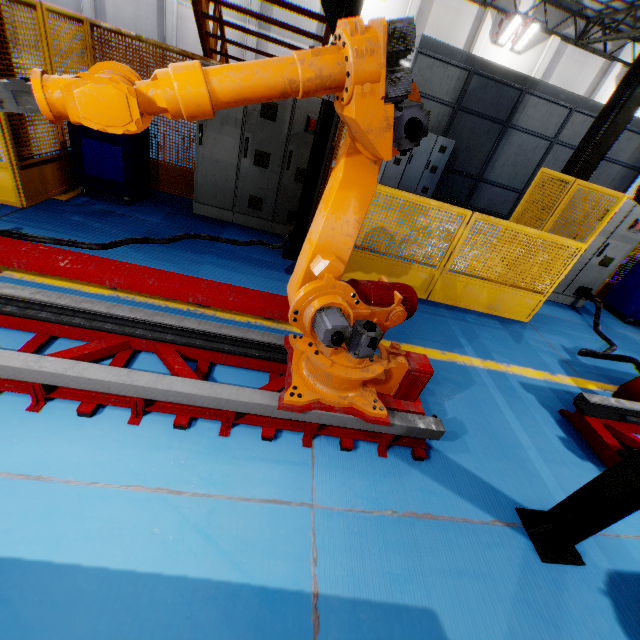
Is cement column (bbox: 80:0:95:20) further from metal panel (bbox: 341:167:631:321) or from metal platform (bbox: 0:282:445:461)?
metal platform (bbox: 0:282:445:461)

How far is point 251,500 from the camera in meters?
2.1

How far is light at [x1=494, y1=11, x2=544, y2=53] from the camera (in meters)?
16.16

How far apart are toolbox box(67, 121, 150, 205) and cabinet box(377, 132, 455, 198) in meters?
8.4 m

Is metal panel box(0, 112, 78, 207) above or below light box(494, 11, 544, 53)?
below

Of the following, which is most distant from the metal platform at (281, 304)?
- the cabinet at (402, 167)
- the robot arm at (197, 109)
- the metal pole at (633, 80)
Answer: the cabinet at (402, 167)

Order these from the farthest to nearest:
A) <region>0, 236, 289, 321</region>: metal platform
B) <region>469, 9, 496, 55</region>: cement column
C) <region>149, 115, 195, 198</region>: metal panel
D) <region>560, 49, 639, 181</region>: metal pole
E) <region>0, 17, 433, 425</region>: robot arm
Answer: <region>469, 9, 496, 55</region>: cement column < <region>560, 49, 639, 181</region>: metal pole < <region>149, 115, 195, 198</region>: metal panel < <region>0, 236, 289, 321</region>: metal platform < <region>0, 17, 433, 425</region>: robot arm

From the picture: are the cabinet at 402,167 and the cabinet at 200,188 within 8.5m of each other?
yes
